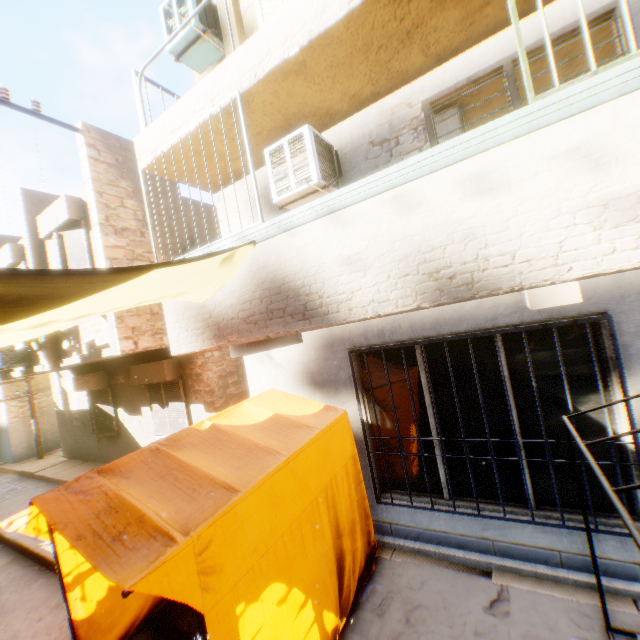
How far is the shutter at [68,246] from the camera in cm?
733

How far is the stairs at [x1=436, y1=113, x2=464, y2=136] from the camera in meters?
5.5 m

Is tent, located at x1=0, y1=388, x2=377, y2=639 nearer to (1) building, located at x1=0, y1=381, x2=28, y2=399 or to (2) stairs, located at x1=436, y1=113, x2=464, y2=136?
(1) building, located at x1=0, y1=381, x2=28, y2=399

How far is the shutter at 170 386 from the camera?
8.5 meters

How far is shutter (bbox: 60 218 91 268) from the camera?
7.33m

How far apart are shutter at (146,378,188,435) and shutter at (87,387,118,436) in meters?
2.1

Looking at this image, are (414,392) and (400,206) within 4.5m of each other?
yes

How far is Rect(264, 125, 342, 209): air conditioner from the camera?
4.3 meters
